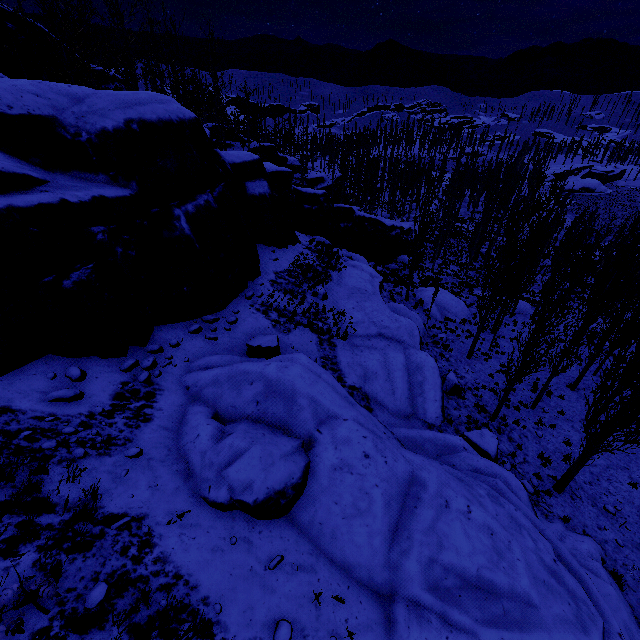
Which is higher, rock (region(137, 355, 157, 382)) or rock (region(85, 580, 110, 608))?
rock (region(85, 580, 110, 608))

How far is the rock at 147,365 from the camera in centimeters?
883cm

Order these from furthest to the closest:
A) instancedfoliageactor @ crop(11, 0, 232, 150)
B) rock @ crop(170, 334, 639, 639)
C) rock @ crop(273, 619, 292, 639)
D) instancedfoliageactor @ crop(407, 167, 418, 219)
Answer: instancedfoliageactor @ crop(407, 167, 418, 219), instancedfoliageactor @ crop(11, 0, 232, 150), rock @ crop(170, 334, 639, 639), rock @ crop(273, 619, 292, 639)

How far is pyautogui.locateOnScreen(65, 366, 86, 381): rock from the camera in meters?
7.8

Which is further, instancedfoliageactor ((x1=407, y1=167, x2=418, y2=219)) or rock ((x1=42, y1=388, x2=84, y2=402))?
instancedfoliageactor ((x1=407, y1=167, x2=418, y2=219))

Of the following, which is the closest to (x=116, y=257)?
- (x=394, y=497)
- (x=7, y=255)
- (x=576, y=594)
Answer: (x=7, y=255)

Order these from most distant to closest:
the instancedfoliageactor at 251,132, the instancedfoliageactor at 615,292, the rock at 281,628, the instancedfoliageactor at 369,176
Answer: the instancedfoliageactor at 369,176, the instancedfoliageactor at 251,132, the instancedfoliageactor at 615,292, the rock at 281,628

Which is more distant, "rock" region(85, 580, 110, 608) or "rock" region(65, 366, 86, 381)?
"rock" region(65, 366, 86, 381)
